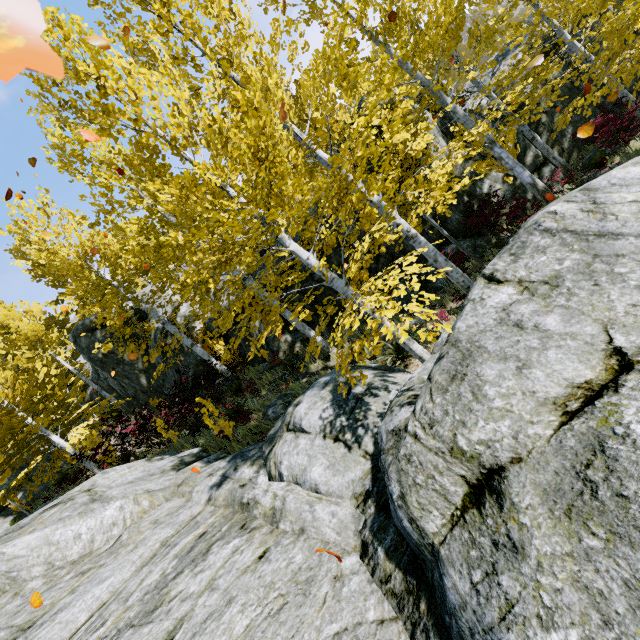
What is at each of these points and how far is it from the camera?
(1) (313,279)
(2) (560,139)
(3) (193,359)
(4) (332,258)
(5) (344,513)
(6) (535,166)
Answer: (1) rock, 12.22m
(2) rock, 12.47m
(3) rock, 15.04m
(4) rock, 12.00m
(5) rock, 4.10m
(6) rock, 11.56m

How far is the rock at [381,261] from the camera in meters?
11.9 m

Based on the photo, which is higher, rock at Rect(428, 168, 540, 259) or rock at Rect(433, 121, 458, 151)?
rock at Rect(433, 121, 458, 151)

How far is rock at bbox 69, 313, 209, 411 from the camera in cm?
1497

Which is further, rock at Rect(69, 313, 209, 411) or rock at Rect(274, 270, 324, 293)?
rock at Rect(69, 313, 209, 411)

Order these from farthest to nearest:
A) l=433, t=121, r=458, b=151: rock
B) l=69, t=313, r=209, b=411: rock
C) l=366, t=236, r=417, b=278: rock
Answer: l=69, t=313, r=209, b=411: rock → l=366, t=236, r=417, b=278: rock → l=433, t=121, r=458, b=151: rock
